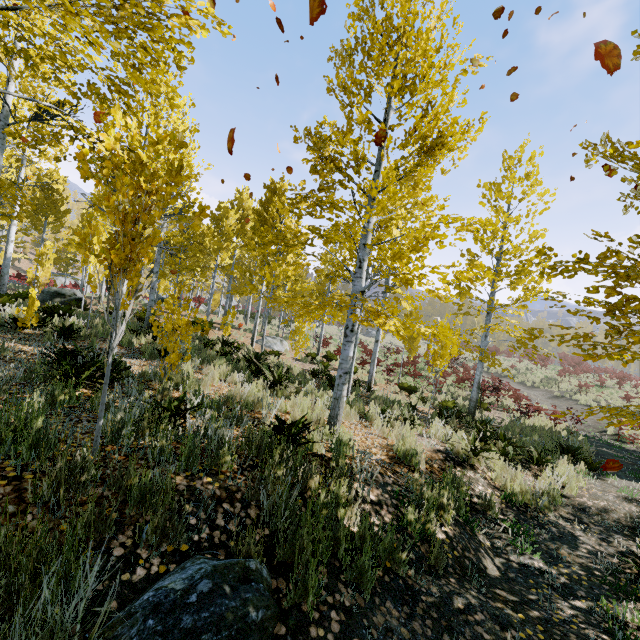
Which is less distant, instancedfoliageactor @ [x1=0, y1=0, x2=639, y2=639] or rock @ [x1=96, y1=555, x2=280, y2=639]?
rock @ [x1=96, y1=555, x2=280, y2=639]

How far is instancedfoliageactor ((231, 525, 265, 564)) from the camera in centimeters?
237cm

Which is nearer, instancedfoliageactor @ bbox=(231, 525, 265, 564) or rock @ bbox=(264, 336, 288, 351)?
instancedfoliageactor @ bbox=(231, 525, 265, 564)

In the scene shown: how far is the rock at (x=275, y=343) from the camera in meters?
17.6

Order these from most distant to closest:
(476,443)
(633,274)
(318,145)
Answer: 1. (476,443)
2. (318,145)
3. (633,274)

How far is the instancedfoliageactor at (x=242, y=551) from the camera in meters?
2.4

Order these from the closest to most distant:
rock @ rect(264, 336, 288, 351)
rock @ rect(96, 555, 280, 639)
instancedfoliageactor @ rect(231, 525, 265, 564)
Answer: rock @ rect(96, 555, 280, 639) < instancedfoliageactor @ rect(231, 525, 265, 564) < rock @ rect(264, 336, 288, 351)
